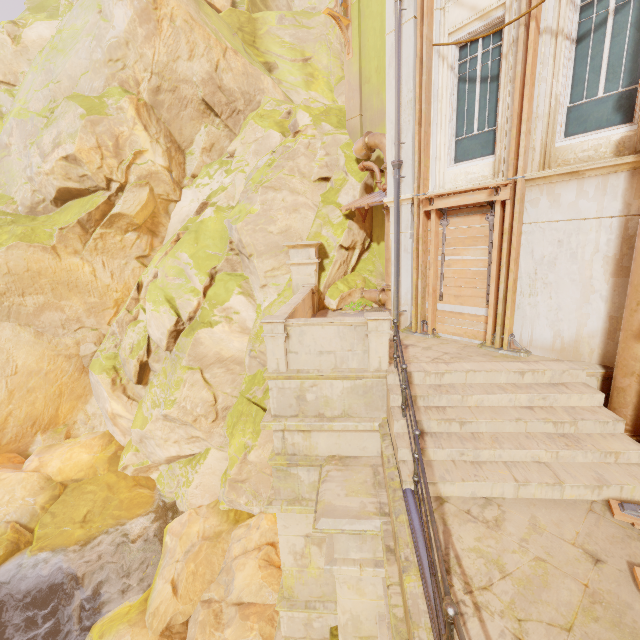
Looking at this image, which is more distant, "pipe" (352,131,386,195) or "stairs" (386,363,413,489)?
"pipe" (352,131,386,195)

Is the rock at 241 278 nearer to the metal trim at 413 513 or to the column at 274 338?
the column at 274 338

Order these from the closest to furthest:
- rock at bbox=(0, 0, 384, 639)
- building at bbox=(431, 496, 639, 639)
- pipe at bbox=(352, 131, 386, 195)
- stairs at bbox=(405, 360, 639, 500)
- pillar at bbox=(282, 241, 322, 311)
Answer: building at bbox=(431, 496, 639, 639) → stairs at bbox=(405, 360, 639, 500) → pipe at bbox=(352, 131, 386, 195) → pillar at bbox=(282, 241, 322, 311) → rock at bbox=(0, 0, 384, 639)

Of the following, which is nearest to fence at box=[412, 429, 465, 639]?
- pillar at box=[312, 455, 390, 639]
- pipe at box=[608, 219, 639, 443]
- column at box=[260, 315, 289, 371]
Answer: pillar at box=[312, 455, 390, 639]

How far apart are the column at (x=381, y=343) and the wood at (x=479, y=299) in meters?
2.7

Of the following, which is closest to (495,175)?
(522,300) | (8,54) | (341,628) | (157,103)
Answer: (522,300)

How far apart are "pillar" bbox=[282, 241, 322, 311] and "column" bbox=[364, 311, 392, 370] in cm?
611

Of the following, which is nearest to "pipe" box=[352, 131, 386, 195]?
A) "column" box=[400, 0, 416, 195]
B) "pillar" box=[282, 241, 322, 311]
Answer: "column" box=[400, 0, 416, 195]
